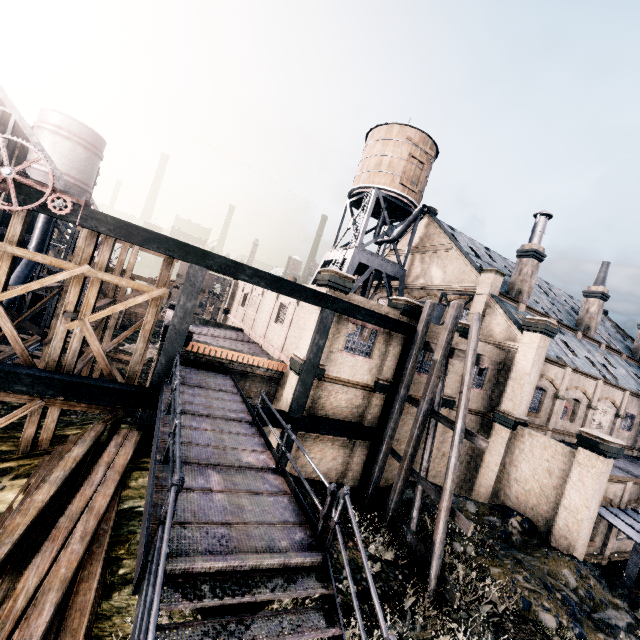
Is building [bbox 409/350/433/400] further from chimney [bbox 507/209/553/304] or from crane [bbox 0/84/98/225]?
crane [bbox 0/84/98/225]

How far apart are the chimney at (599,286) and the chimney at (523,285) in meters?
9.4

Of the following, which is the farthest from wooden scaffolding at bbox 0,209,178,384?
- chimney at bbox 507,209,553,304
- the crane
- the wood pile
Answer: chimney at bbox 507,209,553,304

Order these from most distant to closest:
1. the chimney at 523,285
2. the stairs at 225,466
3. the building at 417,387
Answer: the chimney at 523,285 → the building at 417,387 → the stairs at 225,466

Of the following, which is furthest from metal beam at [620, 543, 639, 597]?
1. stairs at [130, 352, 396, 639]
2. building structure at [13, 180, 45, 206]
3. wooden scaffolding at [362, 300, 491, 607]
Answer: stairs at [130, 352, 396, 639]

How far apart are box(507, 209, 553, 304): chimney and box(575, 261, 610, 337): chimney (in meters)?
9.45

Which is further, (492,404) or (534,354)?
(492,404)

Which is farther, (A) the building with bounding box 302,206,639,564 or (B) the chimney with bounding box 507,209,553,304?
(B) the chimney with bounding box 507,209,553,304
